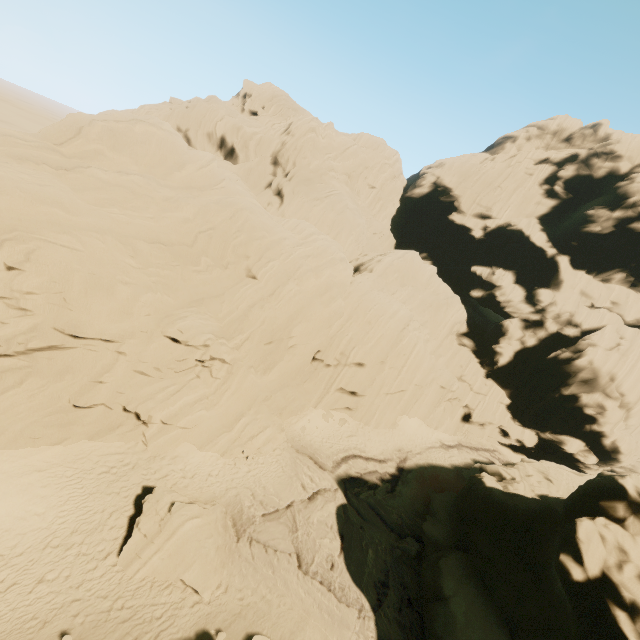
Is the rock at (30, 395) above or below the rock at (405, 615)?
above

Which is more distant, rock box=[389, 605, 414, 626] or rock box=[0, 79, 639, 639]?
rock box=[389, 605, 414, 626]

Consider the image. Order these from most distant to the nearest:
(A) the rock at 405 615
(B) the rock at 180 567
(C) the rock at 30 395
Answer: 1. (A) the rock at 405 615
2. (C) the rock at 30 395
3. (B) the rock at 180 567

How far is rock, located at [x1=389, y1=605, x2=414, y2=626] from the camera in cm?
1505

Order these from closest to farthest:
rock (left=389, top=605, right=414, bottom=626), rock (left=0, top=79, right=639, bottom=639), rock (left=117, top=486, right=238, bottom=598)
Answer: rock (left=117, top=486, right=238, bottom=598), rock (left=0, top=79, right=639, bottom=639), rock (left=389, top=605, right=414, bottom=626)

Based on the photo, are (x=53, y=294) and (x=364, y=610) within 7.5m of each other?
no
